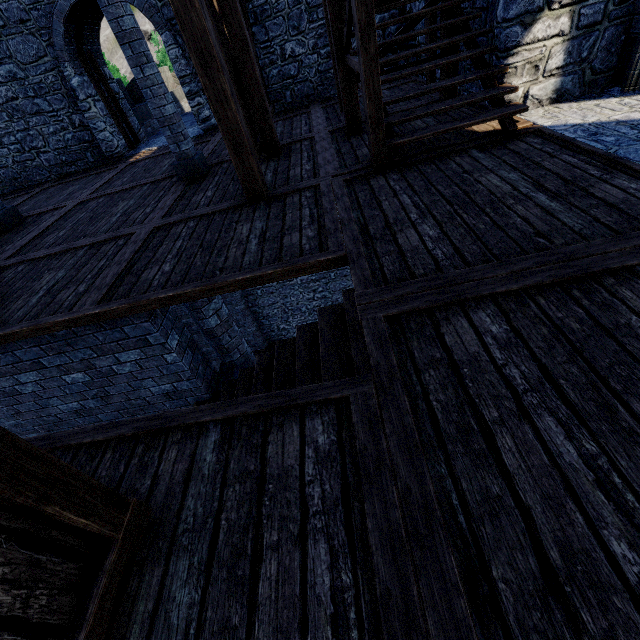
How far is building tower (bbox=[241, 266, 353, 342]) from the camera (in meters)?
14.68

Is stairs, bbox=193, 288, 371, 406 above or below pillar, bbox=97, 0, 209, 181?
below

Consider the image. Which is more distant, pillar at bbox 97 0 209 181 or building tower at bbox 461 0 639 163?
pillar at bbox 97 0 209 181

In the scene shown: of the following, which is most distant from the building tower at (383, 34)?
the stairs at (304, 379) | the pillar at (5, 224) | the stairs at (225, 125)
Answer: the pillar at (5, 224)

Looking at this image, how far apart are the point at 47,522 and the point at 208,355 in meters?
11.5

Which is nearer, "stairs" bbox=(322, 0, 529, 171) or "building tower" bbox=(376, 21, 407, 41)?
"stairs" bbox=(322, 0, 529, 171)

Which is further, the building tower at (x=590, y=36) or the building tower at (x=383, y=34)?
the building tower at (x=383, y=34)

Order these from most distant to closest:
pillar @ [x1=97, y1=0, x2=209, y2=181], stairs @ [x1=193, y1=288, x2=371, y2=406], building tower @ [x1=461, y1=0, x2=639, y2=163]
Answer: pillar @ [x1=97, y1=0, x2=209, y2=181], building tower @ [x1=461, y1=0, x2=639, y2=163], stairs @ [x1=193, y1=288, x2=371, y2=406]
